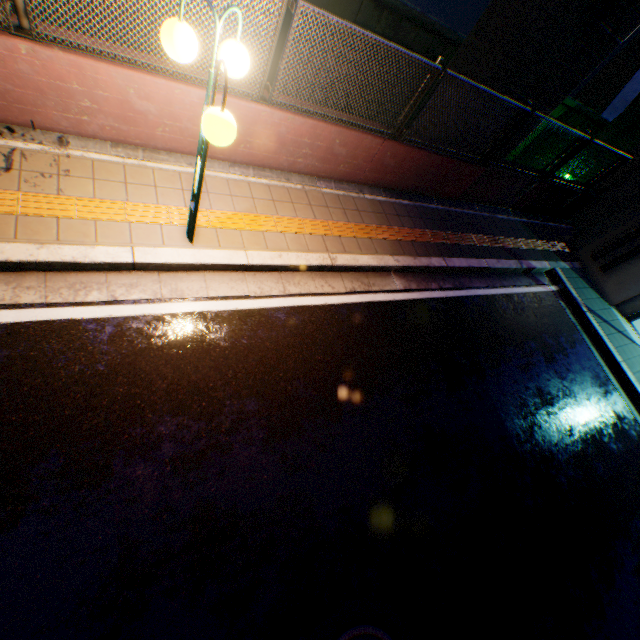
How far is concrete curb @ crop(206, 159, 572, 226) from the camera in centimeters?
516cm

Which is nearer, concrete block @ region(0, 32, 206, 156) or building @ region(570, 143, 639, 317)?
concrete block @ region(0, 32, 206, 156)

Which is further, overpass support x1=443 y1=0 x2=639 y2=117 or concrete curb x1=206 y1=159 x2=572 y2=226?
overpass support x1=443 y1=0 x2=639 y2=117

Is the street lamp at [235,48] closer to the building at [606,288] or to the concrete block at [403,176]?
the concrete block at [403,176]

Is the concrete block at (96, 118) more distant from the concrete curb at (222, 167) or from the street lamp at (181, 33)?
the street lamp at (181, 33)

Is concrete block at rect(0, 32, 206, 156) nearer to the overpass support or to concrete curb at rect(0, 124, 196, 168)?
concrete curb at rect(0, 124, 196, 168)

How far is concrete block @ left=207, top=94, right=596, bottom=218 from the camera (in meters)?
4.85

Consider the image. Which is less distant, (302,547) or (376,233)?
(302,547)
